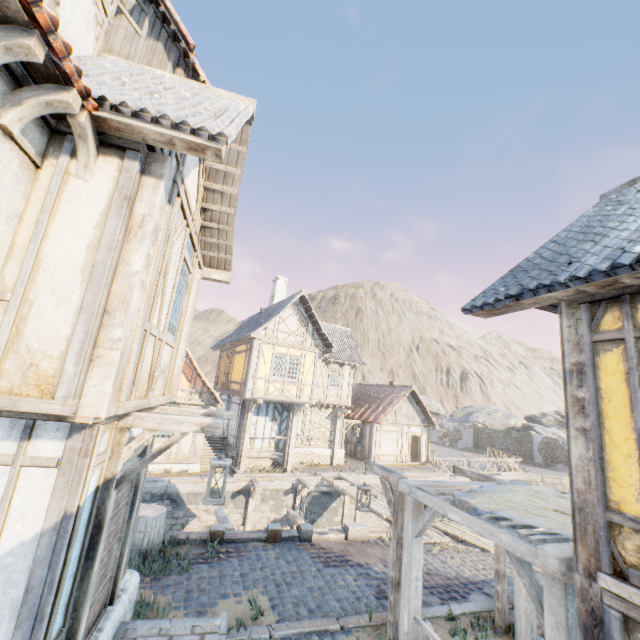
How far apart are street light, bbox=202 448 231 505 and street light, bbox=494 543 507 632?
6.38m

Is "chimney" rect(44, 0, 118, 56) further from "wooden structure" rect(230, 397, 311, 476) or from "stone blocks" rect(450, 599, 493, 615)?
"wooden structure" rect(230, 397, 311, 476)

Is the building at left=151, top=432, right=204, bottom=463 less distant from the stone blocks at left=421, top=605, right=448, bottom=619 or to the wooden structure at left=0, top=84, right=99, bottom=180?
the stone blocks at left=421, top=605, right=448, bottom=619

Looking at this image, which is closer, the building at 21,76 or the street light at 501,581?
the building at 21,76

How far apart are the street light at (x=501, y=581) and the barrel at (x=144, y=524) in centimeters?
739cm

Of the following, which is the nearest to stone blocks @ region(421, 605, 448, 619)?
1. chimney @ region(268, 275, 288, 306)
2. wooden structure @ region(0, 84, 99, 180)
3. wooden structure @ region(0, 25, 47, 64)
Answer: wooden structure @ region(0, 84, 99, 180)

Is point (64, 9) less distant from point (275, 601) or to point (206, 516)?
point (275, 601)

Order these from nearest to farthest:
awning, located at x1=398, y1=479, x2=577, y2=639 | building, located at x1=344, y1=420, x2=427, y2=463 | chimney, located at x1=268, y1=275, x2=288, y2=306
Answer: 1. awning, located at x1=398, y1=479, x2=577, y2=639
2. chimney, located at x1=268, y1=275, x2=288, y2=306
3. building, located at x1=344, y1=420, x2=427, y2=463
